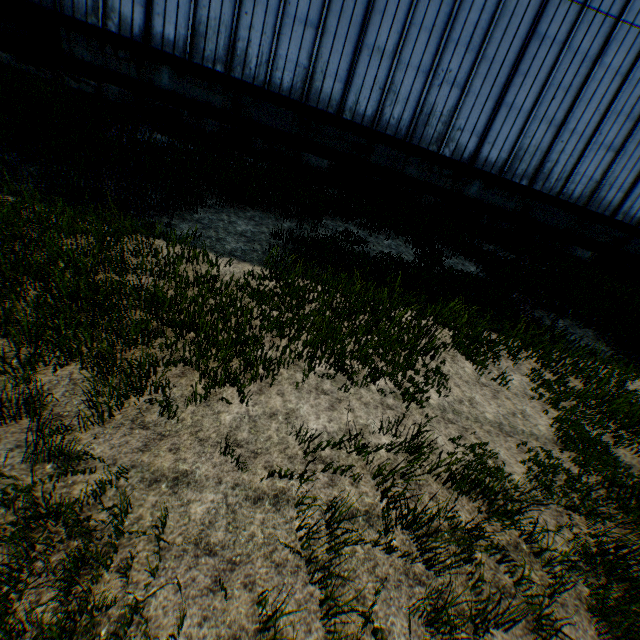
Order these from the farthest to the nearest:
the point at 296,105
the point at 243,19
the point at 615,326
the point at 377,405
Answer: the point at 296,105
the point at 243,19
the point at 615,326
the point at 377,405

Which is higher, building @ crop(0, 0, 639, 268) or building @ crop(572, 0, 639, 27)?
building @ crop(572, 0, 639, 27)

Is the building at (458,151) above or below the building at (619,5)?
below
